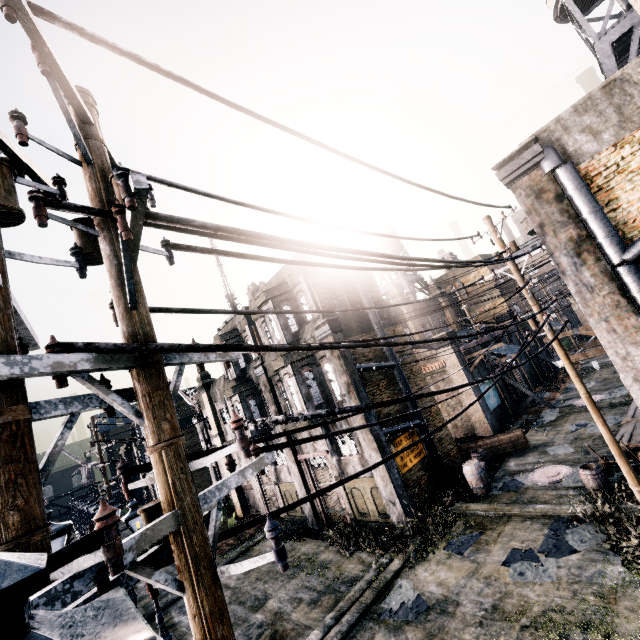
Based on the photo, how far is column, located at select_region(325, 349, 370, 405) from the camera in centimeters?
1463cm

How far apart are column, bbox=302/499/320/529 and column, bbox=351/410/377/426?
5.6 meters

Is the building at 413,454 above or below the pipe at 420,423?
below

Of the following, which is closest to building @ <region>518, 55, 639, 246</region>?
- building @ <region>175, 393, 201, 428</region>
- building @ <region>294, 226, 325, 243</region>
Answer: building @ <region>294, 226, 325, 243</region>

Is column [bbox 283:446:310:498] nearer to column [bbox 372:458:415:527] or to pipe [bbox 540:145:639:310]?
column [bbox 372:458:415:527]

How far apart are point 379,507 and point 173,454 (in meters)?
15.55

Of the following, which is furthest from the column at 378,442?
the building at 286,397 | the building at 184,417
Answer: the building at 184,417

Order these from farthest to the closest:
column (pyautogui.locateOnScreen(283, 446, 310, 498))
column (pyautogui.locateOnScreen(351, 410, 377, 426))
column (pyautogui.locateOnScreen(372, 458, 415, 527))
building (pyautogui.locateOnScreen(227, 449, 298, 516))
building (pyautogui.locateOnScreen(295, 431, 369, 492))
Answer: building (pyautogui.locateOnScreen(227, 449, 298, 516)) < column (pyautogui.locateOnScreen(283, 446, 310, 498)) < building (pyautogui.locateOnScreen(295, 431, 369, 492)) < column (pyautogui.locateOnScreen(351, 410, 377, 426)) < column (pyautogui.locateOnScreen(372, 458, 415, 527))
